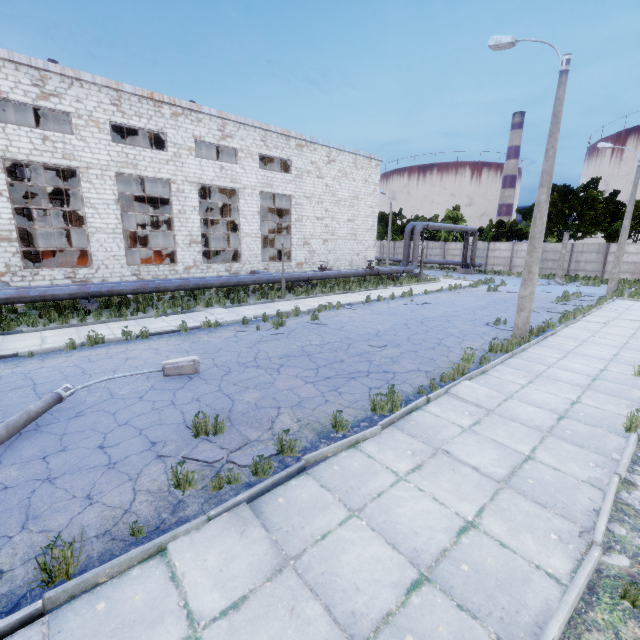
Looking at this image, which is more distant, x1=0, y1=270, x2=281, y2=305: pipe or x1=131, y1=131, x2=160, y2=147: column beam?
x1=131, y1=131, x2=160, y2=147: column beam

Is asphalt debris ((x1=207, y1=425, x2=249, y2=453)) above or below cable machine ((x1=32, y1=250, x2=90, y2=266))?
below

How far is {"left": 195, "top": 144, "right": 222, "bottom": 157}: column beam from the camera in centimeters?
2576cm

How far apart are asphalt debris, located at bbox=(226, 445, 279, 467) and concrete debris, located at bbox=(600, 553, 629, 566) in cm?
406

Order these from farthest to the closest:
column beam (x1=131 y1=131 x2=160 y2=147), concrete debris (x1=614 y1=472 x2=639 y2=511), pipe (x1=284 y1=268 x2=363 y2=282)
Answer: column beam (x1=131 y1=131 x2=160 y2=147) → pipe (x1=284 y1=268 x2=363 y2=282) → concrete debris (x1=614 y1=472 x2=639 y2=511)

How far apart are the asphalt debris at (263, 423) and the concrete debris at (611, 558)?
4.06m

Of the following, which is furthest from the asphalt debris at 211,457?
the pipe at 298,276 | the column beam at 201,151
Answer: the column beam at 201,151

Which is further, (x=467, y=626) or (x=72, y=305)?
(x=72, y=305)
